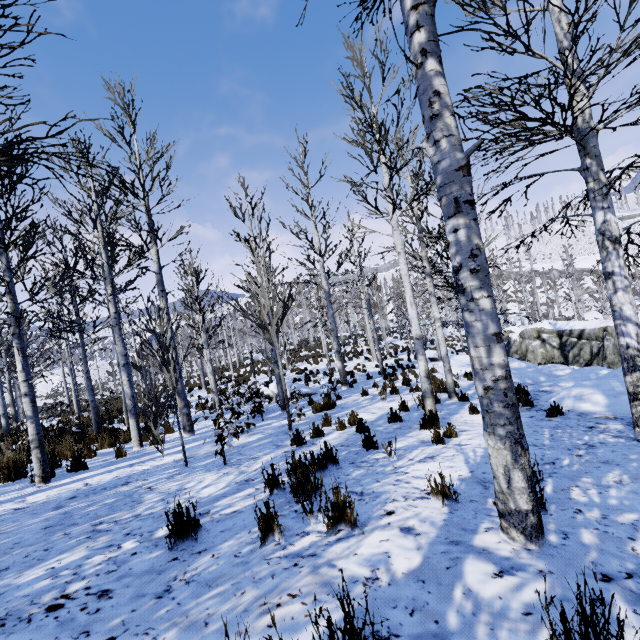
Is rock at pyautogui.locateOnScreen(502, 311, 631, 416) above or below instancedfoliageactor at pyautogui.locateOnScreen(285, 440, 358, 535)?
below

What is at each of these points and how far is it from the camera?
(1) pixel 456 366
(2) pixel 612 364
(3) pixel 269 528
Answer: (1) rock, 17.77m
(2) rock, 15.58m
(3) instancedfoliageactor, 2.65m

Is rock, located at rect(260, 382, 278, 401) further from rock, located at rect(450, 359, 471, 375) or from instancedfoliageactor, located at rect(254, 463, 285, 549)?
instancedfoliageactor, located at rect(254, 463, 285, 549)

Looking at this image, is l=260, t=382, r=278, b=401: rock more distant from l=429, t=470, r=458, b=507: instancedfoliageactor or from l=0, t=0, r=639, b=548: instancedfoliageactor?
l=429, t=470, r=458, b=507: instancedfoliageactor

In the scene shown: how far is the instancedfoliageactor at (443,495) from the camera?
3.0 meters

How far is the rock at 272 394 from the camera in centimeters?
1373cm

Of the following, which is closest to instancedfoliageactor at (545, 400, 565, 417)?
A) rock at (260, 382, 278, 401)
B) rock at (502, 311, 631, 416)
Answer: rock at (502, 311, 631, 416)
